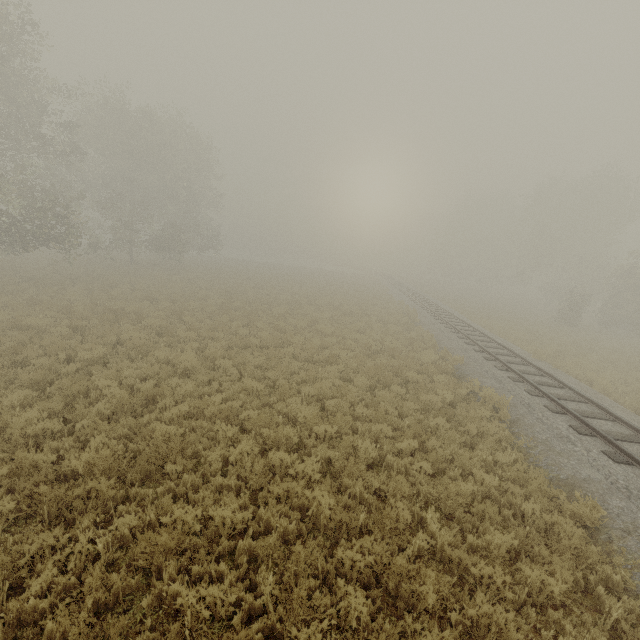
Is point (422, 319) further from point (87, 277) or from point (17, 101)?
point (17, 101)
